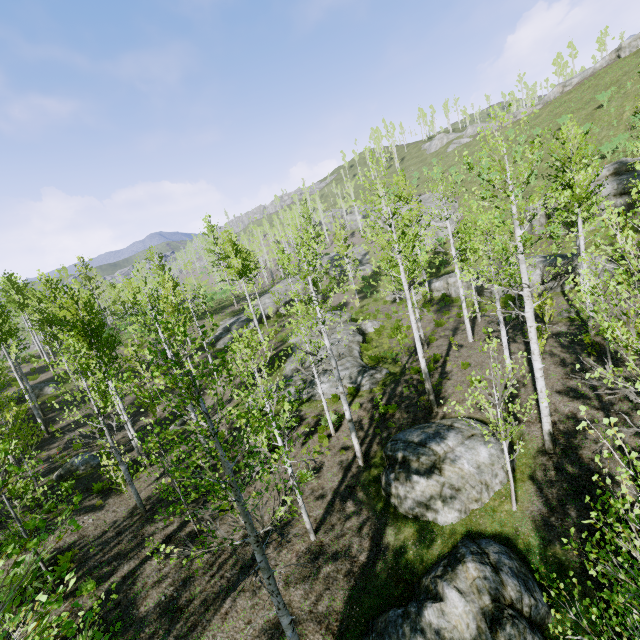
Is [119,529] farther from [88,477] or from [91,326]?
[91,326]

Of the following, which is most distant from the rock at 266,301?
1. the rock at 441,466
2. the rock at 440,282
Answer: the rock at 441,466

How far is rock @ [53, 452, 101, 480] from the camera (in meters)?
16.30

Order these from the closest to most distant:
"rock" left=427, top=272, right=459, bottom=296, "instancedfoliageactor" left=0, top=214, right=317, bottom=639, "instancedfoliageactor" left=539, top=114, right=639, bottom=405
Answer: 1. "instancedfoliageactor" left=0, top=214, right=317, bottom=639
2. "instancedfoliageactor" left=539, top=114, right=639, bottom=405
3. "rock" left=427, top=272, right=459, bottom=296

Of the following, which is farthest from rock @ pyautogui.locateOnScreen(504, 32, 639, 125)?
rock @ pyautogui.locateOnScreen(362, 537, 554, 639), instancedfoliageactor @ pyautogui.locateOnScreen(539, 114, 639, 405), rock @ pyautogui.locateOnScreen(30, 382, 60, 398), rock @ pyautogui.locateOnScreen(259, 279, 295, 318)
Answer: rock @ pyautogui.locateOnScreen(30, 382, 60, 398)

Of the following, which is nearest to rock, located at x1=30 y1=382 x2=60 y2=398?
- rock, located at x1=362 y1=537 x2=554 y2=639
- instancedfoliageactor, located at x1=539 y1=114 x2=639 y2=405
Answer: instancedfoliageactor, located at x1=539 y1=114 x2=639 y2=405

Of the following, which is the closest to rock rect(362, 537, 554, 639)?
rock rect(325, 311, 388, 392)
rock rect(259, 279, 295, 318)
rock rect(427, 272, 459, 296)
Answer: rock rect(325, 311, 388, 392)

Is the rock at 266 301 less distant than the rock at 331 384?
No
